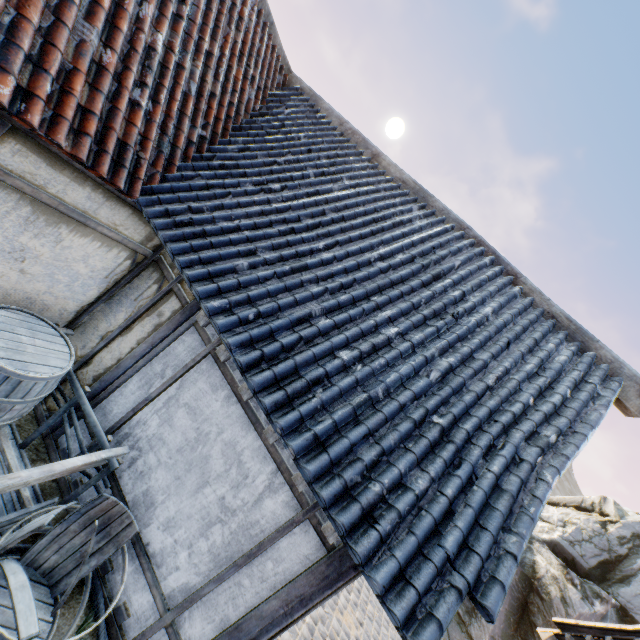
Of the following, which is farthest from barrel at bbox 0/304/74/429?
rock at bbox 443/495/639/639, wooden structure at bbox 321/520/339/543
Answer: rock at bbox 443/495/639/639

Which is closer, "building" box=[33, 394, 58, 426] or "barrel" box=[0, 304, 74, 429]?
"barrel" box=[0, 304, 74, 429]

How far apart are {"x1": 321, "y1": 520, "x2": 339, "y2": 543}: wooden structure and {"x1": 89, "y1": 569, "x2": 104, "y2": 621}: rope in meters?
2.5

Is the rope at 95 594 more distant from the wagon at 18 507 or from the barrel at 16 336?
the barrel at 16 336

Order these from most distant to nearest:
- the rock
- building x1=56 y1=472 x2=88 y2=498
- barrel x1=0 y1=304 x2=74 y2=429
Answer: the rock < building x1=56 y1=472 x2=88 y2=498 < barrel x1=0 y1=304 x2=74 y2=429

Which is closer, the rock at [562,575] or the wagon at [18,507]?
the wagon at [18,507]

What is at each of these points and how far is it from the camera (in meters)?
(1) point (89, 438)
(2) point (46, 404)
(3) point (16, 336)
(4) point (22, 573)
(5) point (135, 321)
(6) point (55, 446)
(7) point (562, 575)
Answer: (1) building, 3.85
(2) building, 4.14
(3) barrel, 3.16
(4) barrel, 2.67
(5) building, 4.05
(6) building, 3.90
(7) rock, 9.23

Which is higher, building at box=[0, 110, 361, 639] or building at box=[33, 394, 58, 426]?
building at box=[0, 110, 361, 639]
